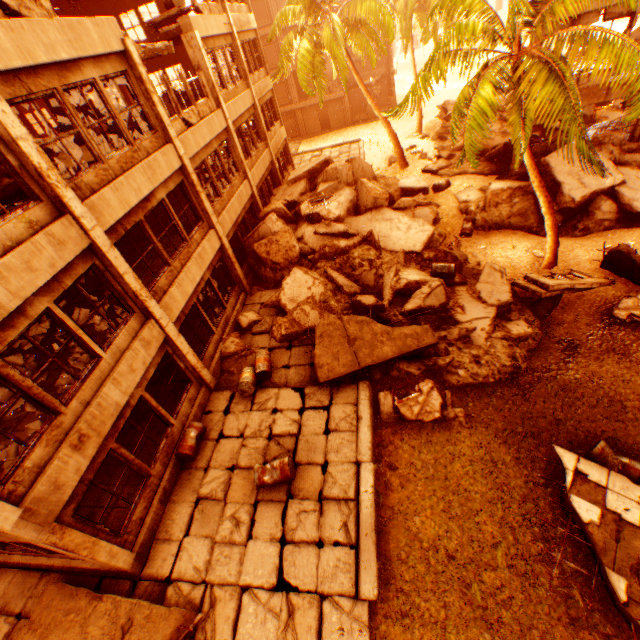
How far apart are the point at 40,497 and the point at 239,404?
5.18m

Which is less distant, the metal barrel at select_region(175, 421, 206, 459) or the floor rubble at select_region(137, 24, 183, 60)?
the metal barrel at select_region(175, 421, 206, 459)

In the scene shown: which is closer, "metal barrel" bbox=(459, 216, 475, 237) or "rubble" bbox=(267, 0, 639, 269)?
"rubble" bbox=(267, 0, 639, 269)

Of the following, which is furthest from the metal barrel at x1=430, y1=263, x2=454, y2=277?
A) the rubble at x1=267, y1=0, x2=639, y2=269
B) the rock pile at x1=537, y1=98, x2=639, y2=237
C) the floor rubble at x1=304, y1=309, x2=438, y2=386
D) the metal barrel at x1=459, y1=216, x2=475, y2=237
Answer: the metal barrel at x1=459, y1=216, x2=475, y2=237

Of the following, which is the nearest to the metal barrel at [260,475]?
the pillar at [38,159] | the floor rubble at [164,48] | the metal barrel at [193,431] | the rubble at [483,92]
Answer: the metal barrel at [193,431]

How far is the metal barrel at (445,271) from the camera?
11.77m

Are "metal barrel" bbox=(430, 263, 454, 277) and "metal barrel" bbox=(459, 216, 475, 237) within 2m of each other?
no

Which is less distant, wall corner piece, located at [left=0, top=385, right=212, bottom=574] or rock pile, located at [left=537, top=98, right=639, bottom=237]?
wall corner piece, located at [left=0, top=385, right=212, bottom=574]
